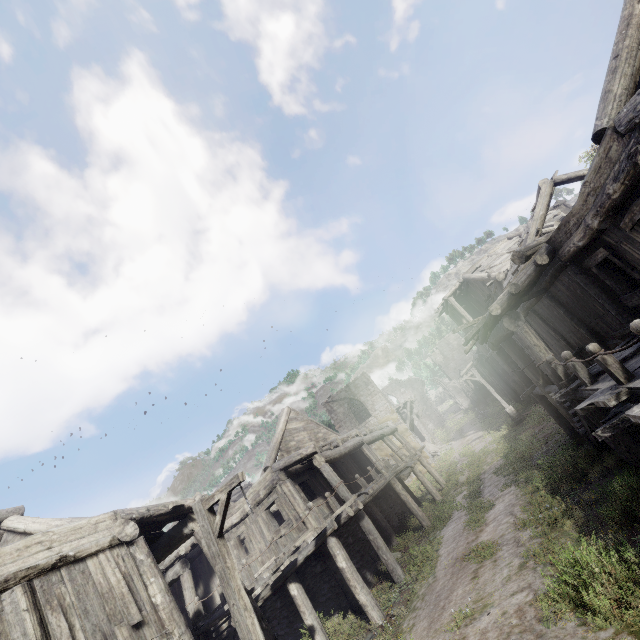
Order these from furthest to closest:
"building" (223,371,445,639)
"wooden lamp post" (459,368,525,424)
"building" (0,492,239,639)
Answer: "wooden lamp post" (459,368,525,424), "building" (223,371,445,639), "building" (0,492,239,639)

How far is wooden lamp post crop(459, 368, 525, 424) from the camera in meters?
23.1

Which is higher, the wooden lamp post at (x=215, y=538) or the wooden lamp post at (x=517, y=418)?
the wooden lamp post at (x=215, y=538)

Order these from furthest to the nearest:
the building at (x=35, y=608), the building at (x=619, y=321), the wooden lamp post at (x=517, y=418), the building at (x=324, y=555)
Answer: the wooden lamp post at (x=517, y=418)
the building at (x=324, y=555)
the building at (x=35, y=608)
the building at (x=619, y=321)

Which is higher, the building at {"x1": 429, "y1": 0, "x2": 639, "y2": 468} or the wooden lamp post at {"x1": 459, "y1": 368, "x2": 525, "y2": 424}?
the building at {"x1": 429, "y1": 0, "x2": 639, "y2": 468}

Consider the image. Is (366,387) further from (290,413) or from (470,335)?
(470,335)

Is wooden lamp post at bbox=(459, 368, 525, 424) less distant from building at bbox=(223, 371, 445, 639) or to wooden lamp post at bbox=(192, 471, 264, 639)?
building at bbox=(223, 371, 445, 639)
